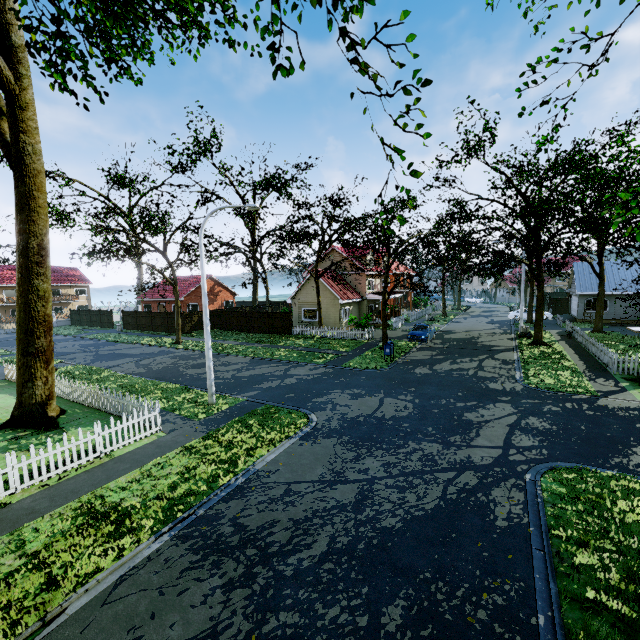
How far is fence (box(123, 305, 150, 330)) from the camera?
38.8m

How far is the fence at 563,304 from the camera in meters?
35.7 m

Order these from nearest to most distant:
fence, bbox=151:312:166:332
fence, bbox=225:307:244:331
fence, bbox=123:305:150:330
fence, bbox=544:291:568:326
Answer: fence, bbox=225:307:244:331
fence, bbox=544:291:568:326
fence, bbox=151:312:166:332
fence, bbox=123:305:150:330

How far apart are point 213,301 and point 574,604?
49.4 meters

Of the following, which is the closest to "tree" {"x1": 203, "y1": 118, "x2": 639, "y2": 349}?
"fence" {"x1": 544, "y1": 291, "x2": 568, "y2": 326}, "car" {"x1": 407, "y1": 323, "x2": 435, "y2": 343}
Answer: "fence" {"x1": 544, "y1": 291, "x2": 568, "y2": 326}

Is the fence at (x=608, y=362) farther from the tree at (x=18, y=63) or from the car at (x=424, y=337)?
the car at (x=424, y=337)

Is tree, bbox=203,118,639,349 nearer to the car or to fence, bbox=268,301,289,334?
fence, bbox=268,301,289,334

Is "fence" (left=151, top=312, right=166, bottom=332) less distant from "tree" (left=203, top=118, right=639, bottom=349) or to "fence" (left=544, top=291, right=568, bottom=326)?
"fence" (left=544, top=291, right=568, bottom=326)
